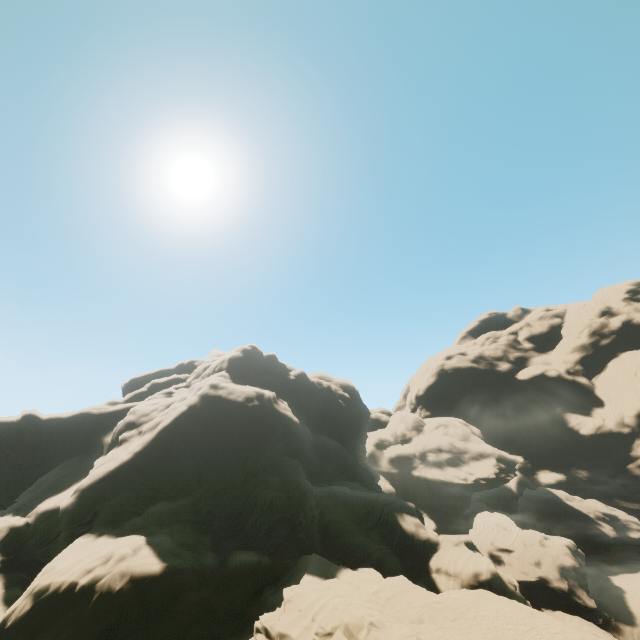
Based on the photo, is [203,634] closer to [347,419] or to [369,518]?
[369,518]
